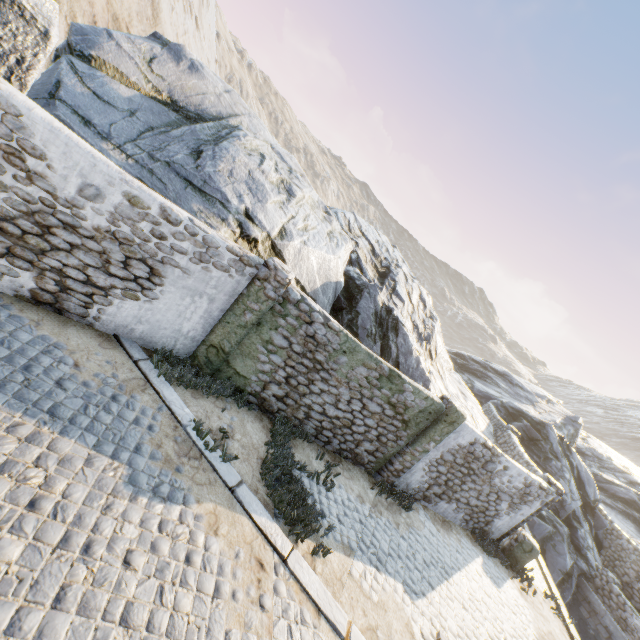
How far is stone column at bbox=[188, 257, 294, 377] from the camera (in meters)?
6.83

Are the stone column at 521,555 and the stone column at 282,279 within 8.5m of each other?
no

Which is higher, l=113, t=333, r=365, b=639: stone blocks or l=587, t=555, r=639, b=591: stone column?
l=587, t=555, r=639, b=591: stone column

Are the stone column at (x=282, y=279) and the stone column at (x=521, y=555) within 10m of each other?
no

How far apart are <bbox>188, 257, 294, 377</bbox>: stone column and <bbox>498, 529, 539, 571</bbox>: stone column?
11.4m

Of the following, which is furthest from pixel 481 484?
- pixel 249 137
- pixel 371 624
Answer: pixel 249 137

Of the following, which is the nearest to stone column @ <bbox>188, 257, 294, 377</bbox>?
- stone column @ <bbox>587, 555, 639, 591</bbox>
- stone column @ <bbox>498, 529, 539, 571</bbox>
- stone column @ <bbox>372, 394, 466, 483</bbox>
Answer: stone column @ <bbox>372, 394, 466, 483</bbox>

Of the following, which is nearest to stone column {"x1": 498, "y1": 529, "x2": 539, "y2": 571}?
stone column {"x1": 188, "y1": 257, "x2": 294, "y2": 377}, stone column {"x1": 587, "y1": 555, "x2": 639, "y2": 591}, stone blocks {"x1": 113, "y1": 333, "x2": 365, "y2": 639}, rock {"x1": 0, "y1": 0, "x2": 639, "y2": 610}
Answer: stone blocks {"x1": 113, "y1": 333, "x2": 365, "y2": 639}
